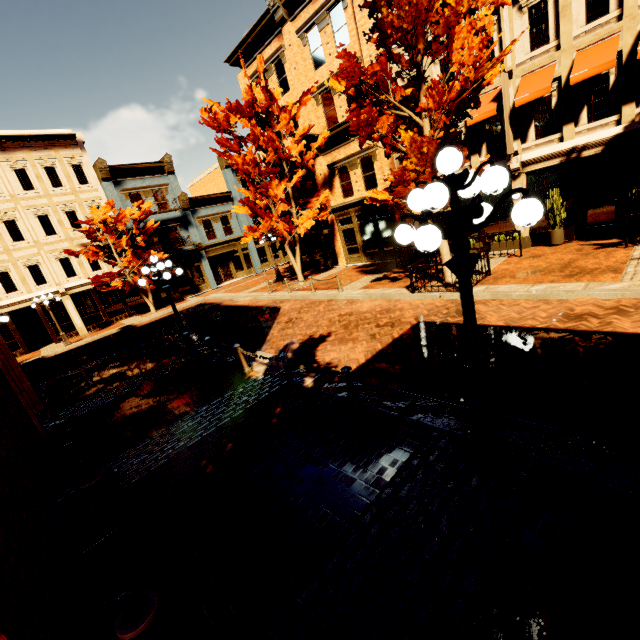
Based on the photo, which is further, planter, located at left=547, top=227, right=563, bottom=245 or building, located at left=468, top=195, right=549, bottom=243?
building, located at left=468, top=195, right=549, bottom=243

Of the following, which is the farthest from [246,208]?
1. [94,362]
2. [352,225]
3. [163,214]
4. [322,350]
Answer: [163,214]

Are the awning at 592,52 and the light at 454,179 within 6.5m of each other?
no

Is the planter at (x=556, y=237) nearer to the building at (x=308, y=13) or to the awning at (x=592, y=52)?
the building at (x=308, y=13)

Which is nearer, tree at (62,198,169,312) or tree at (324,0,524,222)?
tree at (324,0,524,222)

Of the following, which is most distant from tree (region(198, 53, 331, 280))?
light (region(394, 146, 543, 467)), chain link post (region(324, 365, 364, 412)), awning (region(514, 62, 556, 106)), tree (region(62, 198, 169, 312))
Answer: light (region(394, 146, 543, 467))

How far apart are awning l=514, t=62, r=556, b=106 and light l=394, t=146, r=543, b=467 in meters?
12.2

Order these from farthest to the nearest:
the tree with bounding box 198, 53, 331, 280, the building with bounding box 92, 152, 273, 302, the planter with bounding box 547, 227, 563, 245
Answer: the building with bounding box 92, 152, 273, 302 → the tree with bounding box 198, 53, 331, 280 → the planter with bounding box 547, 227, 563, 245
